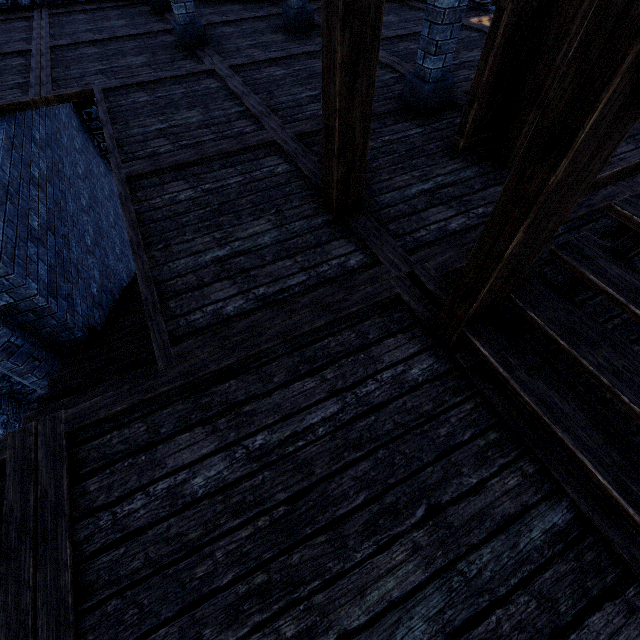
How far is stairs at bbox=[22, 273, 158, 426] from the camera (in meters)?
3.32

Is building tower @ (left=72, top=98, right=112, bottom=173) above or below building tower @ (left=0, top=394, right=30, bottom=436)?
above

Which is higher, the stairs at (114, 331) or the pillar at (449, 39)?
the pillar at (449, 39)

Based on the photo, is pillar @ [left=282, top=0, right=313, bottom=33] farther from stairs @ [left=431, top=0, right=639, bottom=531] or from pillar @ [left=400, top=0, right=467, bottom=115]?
stairs @ [left=431, top=0, right=639, bottom=531]

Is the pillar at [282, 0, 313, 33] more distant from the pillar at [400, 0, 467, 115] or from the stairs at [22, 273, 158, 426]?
the stairs at [22, 273, 158, 426]

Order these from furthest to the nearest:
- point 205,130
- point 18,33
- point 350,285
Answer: point 18,33, point 205,130, point 350,285

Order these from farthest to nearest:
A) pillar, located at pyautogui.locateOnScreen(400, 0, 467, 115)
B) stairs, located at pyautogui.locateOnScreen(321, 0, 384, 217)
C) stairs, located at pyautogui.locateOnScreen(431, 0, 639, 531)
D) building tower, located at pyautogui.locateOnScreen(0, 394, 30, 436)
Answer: building tower, located at pyautogui.locateOnScreen(0, 394, 30, 436) < pillar, located at pyautogui.locateOnScreen(400, 0, 467, 115) < stairs, located at pyautogui.locateOnScreen(321, 0, 384, 217) < stairs, located at pyautogui.locateOnScreen(431, 0, 639, 531)

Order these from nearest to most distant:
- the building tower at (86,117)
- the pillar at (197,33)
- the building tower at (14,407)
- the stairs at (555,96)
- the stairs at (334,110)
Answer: the stairs at (555,96) → the stairs at (334,110) → the pillar at (197,33) → the building tower at (14,407) → the building tower at (86,117)
